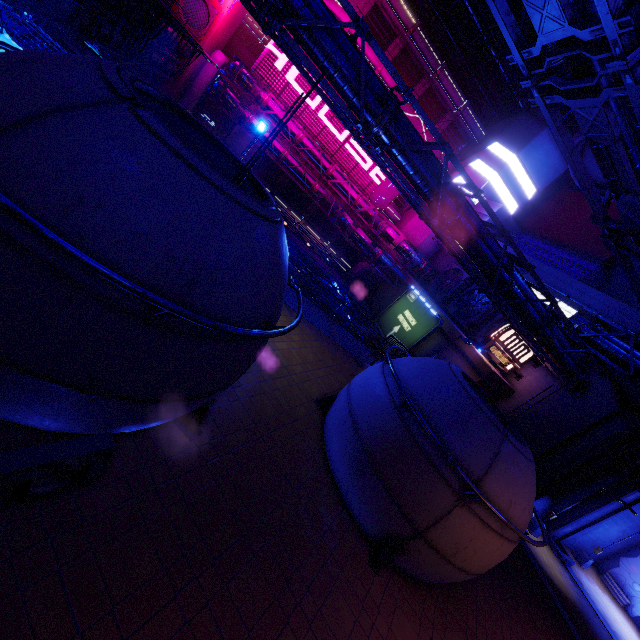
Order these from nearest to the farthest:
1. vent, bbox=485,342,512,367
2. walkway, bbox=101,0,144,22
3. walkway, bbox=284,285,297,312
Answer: walkway, bbox=284,285,297,312, walkway, bbox=101,0,144,22, vent, bbox=485,342,512,367

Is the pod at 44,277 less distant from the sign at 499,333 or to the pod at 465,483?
the pod at 465,483

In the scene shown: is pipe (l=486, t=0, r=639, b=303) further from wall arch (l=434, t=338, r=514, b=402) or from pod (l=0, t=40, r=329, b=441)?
pod (l=0, t=40, r=329, b=441)

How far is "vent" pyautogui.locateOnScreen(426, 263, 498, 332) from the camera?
29.6 meters

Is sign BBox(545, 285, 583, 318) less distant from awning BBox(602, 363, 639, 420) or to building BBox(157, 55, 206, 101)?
awning BBox(602, 363, 639, 420)

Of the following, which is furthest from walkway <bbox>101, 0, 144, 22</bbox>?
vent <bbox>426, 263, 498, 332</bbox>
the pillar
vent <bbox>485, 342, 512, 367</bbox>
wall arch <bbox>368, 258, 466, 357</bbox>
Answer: vent <bbox>485, 342, 512, 367</bbox>

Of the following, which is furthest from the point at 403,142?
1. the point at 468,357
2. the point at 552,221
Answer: the point at 552,221

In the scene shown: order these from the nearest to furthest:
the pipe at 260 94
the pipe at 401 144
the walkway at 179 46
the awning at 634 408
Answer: the pipe at 401 144, the awning at 634 408, the walkway at 179 46, the pipe at 260 94
